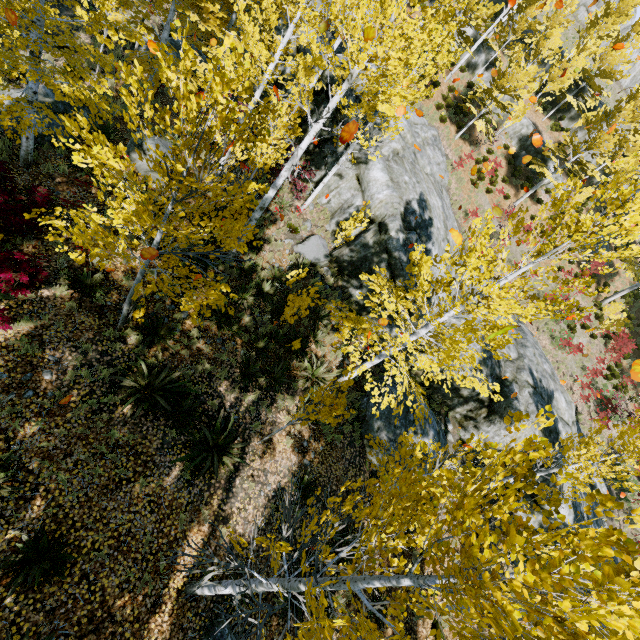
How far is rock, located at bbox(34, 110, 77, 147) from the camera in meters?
9.4 m

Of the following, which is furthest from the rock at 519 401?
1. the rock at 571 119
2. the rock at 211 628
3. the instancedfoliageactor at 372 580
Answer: the rock at 211 628

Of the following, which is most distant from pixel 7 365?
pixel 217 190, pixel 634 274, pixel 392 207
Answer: pixel 634 274

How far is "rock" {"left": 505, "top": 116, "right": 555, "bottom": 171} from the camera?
25.66m

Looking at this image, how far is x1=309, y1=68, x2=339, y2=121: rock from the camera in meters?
13.1

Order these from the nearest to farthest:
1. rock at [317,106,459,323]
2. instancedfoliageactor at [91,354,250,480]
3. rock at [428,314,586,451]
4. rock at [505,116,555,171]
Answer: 1. instancedfoliageactor at [91,354,250,480]
2. rock at [317,106,459,323]
3. rock at [428,314,586,451]
4. rock at [505,116,555,171]

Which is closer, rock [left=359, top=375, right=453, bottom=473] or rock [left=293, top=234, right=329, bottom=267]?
rock [left=359, top=375, right=453, bottom=473]

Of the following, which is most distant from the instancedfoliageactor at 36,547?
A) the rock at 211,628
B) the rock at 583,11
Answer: the rock at 211,628
